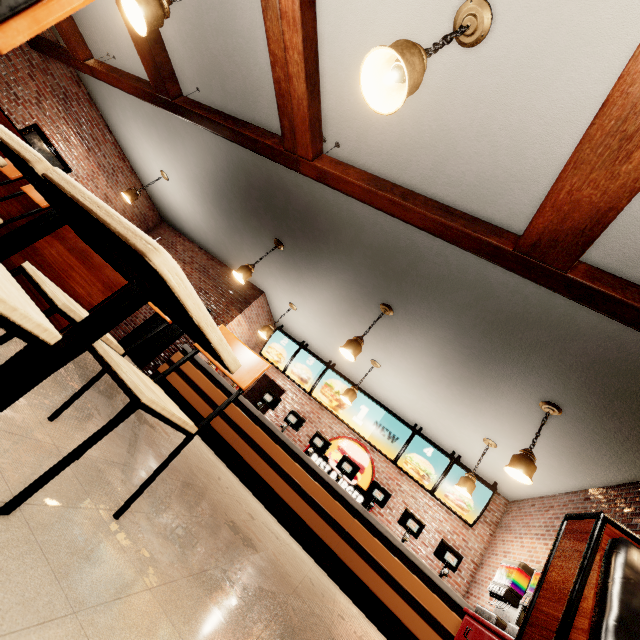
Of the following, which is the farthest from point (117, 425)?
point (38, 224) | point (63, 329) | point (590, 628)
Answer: point (63, 329)
